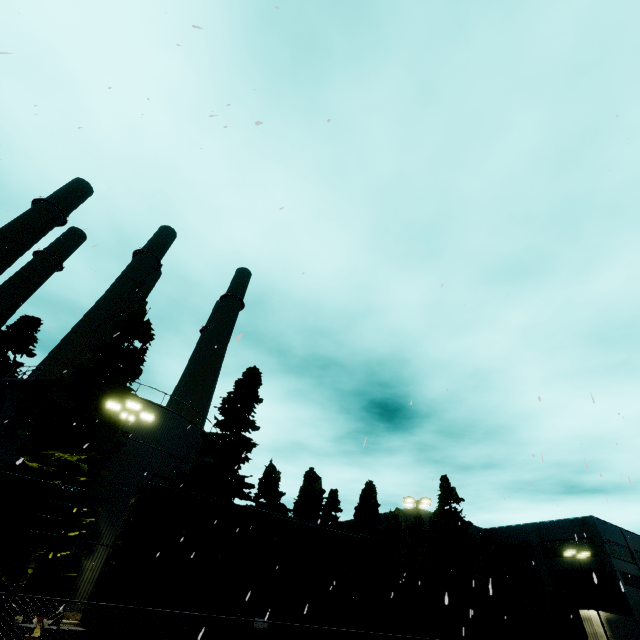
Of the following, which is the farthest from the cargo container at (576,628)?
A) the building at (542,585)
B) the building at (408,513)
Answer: the building at (408,513)

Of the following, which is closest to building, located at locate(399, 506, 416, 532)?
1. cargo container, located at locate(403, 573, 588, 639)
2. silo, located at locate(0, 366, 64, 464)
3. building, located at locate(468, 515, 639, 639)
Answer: silo, located at locate(0, 366, 64, 464)

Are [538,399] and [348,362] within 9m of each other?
yes

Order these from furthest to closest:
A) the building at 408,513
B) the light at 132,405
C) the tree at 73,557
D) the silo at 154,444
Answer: the building at 408,513 < the silo at 154,444 < the tree at 73,557 < the light at 132,405

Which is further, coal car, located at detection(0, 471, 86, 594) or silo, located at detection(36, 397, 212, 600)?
silo, located at detection(36, 397, 212, 600)

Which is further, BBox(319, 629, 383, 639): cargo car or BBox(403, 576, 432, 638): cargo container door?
BBox(403, 576, 432, 638): cargo container door

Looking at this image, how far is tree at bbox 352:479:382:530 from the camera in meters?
37.8 m

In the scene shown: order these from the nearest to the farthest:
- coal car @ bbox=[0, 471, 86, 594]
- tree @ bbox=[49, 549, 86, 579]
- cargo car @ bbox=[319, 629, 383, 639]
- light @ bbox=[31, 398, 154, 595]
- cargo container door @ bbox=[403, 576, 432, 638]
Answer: coal car @ bbox=[0, 471, 86, 594]
cargo car @ bbox=[319, 629, 383, 639]
light @ bbox=[31, 398, 154, 595]
cargo container door @ bbox=[403, 576, 432, 638]
tree @ bbox=[49, 549, 86, 579]
